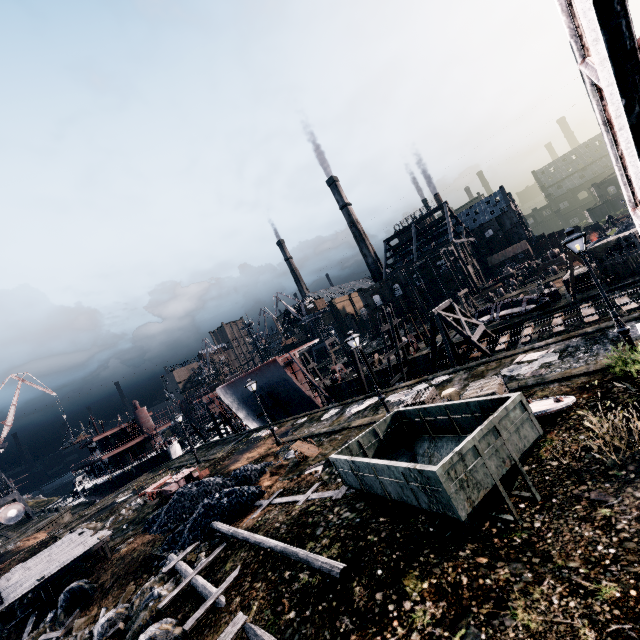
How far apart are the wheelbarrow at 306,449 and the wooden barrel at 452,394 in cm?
857

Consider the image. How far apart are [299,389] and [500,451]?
29.79m

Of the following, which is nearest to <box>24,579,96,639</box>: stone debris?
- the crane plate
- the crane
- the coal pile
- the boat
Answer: the coal pile

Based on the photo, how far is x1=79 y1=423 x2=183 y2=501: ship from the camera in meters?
51.0

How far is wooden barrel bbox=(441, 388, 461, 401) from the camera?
15.38m

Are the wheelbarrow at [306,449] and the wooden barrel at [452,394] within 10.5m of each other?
yes

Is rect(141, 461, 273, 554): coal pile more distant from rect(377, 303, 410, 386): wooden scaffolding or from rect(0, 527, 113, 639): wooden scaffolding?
rect(377, 303, 410, 386): wooden scaffolding

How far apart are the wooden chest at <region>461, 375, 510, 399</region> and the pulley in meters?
30.8 m
